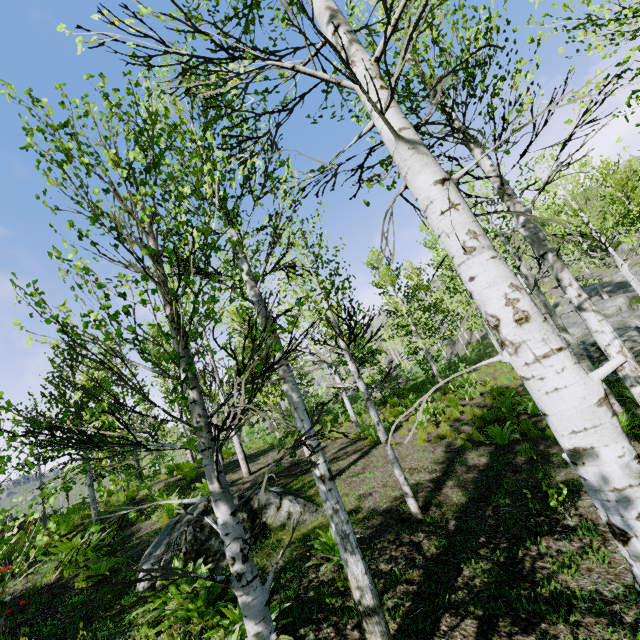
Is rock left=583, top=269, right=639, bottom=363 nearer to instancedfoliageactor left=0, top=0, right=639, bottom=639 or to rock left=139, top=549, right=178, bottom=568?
instancedfoliageactor left=0, top=0, right=639, bottom=639

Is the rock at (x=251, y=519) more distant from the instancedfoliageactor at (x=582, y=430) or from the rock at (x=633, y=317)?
the rock at (x=633, y=317)

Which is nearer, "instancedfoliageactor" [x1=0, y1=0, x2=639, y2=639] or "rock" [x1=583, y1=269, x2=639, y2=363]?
"instancedfoliageactor" [x1=0, y1=0, x2=639, y2=639]

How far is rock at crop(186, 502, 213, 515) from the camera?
6.84m

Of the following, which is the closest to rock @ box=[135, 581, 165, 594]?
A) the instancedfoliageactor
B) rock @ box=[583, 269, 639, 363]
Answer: the instancedfoliageactor

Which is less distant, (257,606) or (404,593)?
(257,606)

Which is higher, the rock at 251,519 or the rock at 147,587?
the rock at 251,519

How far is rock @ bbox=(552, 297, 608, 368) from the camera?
14.0 meters
